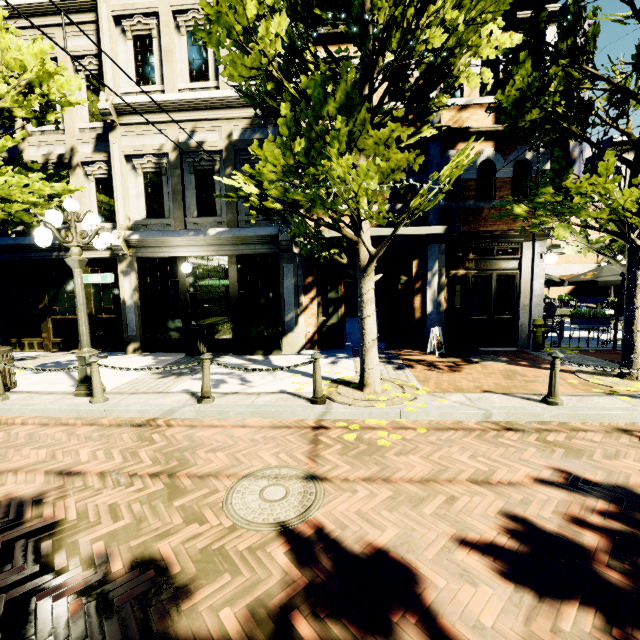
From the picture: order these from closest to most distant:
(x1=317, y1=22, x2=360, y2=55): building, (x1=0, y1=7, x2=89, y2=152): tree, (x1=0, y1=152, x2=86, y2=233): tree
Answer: (x1=0, y1=152, x2=86, y2=233): tree → (x1=0, y1=7, x2=89, y2=152): tree → (x1=317, y1=22, x2=360, y2=55): building

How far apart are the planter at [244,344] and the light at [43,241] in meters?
3.5

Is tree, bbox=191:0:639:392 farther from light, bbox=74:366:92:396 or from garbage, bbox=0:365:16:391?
garbage, bbox=0:365:16:391

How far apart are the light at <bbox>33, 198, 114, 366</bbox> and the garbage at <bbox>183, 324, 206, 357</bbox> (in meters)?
2.94

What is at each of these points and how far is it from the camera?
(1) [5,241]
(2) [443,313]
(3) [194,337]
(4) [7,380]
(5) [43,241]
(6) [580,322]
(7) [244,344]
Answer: (1) building, 10.08m
(2) building, 9.70m
(3) garbage, 9.25m
(4) garbage, 6.45m
(5) light, 5.32m
(6) planter, 9.04m
(7) planter, 9.36m

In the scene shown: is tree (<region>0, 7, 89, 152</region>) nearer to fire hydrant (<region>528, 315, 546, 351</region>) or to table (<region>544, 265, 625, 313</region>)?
fire hydrant (<region>528, 315, 546, 351</region>)

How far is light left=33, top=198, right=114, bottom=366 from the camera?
5.5 meters

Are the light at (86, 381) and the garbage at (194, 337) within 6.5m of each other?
yes
